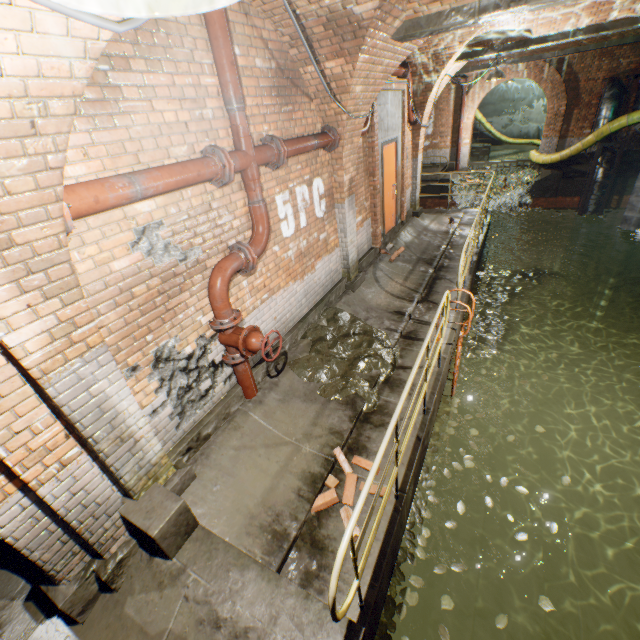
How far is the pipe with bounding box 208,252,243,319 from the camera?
3.5m

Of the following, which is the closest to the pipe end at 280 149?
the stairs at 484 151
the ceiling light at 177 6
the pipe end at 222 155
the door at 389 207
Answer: the pipe end at 222 155

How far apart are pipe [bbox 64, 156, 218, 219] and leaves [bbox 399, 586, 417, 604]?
4.7 meters

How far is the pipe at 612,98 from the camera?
12.8m

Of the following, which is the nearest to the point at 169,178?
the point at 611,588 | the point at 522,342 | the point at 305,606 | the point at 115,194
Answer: the point at 115,194

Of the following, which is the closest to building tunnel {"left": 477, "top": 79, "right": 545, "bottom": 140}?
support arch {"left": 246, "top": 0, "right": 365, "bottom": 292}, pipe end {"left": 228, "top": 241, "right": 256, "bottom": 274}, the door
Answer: the door

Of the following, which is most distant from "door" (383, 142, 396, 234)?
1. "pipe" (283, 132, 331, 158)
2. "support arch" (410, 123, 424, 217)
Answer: "pipe" (283, 132, 331, 158)

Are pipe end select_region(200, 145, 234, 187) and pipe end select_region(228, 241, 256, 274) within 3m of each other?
yes
